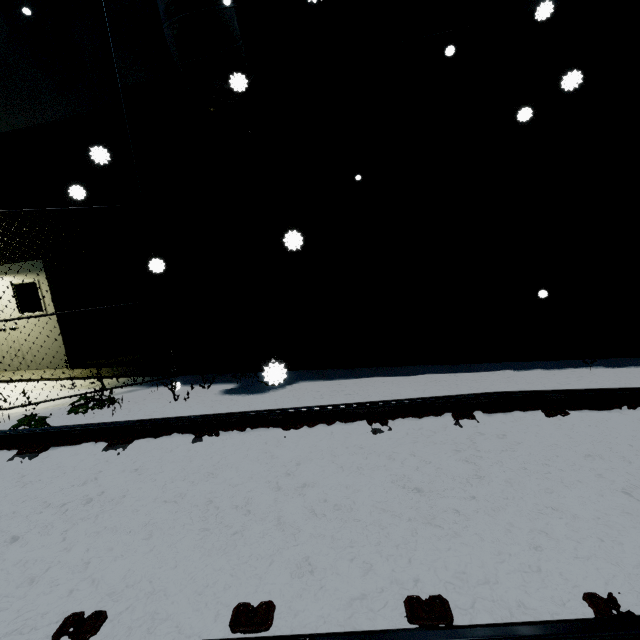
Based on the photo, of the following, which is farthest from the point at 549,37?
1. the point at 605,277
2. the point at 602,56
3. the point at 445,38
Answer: the point at 605,277

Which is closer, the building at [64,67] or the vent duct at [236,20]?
the vent duct at [236,20]

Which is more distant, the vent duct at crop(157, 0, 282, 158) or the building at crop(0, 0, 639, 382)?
the building at crop(0, 0, 639, 382)
